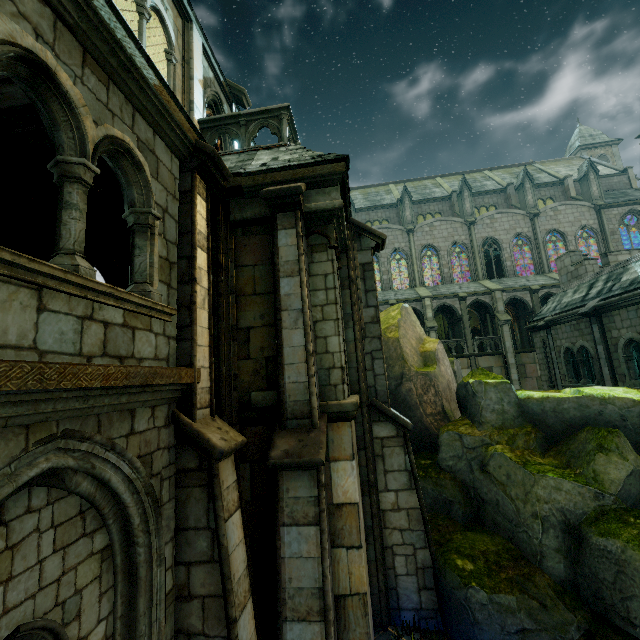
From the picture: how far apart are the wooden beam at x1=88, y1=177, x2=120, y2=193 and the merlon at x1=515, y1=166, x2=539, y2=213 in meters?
36.1

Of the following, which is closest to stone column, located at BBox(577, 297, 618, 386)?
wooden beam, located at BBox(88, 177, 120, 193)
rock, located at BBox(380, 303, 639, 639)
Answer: rock, located at BBox(380, 303, 639, 639)

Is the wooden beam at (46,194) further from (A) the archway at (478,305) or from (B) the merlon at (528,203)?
(B) the merlon at (528,203)

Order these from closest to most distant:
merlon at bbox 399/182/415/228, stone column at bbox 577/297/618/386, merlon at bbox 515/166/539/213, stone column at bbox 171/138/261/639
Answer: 1. stone column at bbox 171/138/261/639
2. stone column at bbox 577/297/618/386
3. merlon at bbox 515/166/539/213
4. merlon at bbox 399/182/415/228

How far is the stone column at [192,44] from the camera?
→ 7.6m

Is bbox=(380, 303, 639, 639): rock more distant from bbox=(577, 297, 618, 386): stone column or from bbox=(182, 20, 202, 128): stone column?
bbox=(182, 20, 202, 128): stone column

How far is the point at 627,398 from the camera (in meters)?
6.25

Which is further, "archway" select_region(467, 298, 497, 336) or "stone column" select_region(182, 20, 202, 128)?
"archway" select_region(467, 298, 497, 336)
